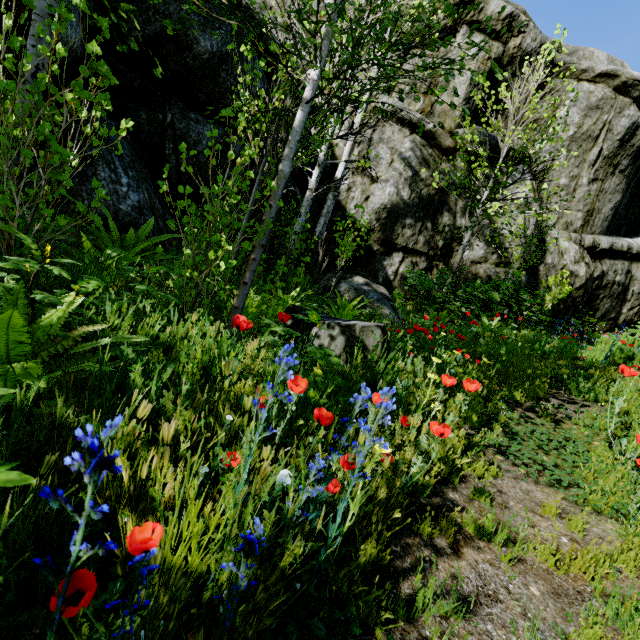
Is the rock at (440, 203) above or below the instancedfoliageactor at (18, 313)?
above

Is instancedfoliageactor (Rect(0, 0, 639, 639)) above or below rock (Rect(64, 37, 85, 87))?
below

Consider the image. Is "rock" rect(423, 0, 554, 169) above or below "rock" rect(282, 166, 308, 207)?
above

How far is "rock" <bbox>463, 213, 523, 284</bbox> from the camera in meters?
10.5 m

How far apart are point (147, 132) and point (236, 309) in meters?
5.0

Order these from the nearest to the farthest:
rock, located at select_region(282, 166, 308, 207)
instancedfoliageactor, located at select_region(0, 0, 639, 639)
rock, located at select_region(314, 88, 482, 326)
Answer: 1. instancedfoliageactor, located at select_region(0, 0, 639, 639)
2. rock, located at select_region(282, 166, 308, 207)
3. rock, located at select_region(314, 88, 482, 326)

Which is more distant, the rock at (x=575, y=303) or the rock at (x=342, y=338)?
the rock at (x=575, y=303)
